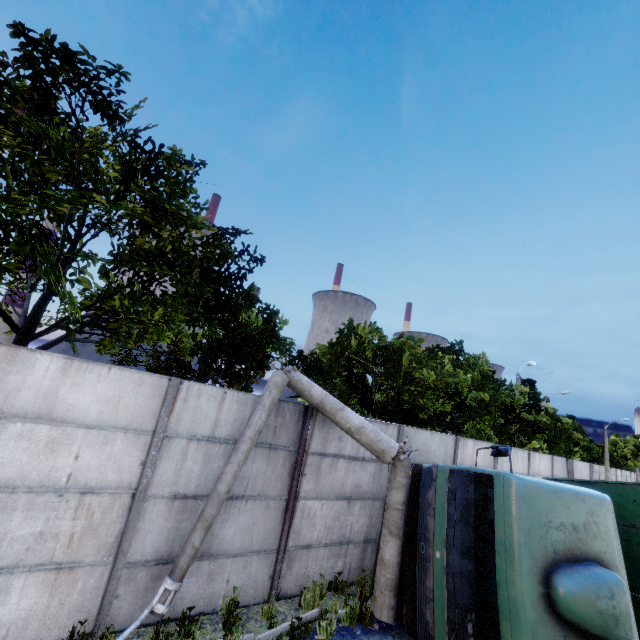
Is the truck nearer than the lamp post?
Yes

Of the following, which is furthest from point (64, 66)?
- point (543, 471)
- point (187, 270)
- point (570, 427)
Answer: point (570, 427)

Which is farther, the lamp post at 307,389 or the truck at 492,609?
the lamp post at 307,389
